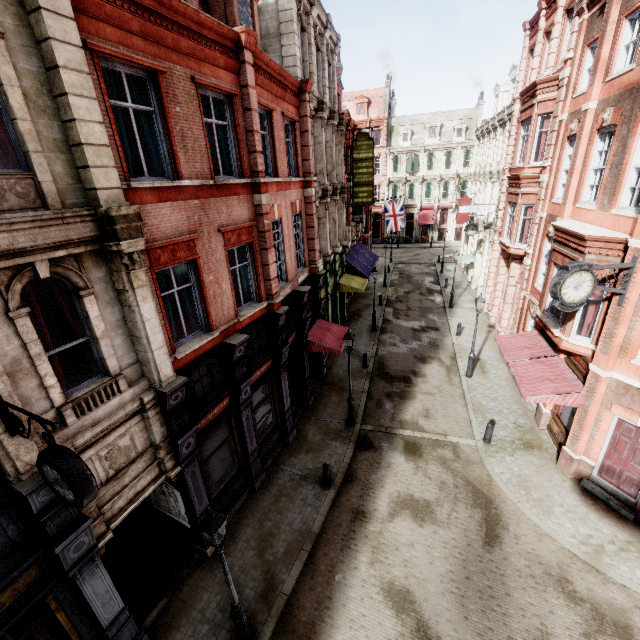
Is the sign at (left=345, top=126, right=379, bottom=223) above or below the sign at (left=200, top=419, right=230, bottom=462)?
above

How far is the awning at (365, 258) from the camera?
22.2m

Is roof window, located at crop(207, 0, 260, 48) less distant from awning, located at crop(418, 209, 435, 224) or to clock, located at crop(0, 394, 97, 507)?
clock, located at crop(0, 394, 97, 507)

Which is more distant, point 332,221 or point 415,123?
point 415,123

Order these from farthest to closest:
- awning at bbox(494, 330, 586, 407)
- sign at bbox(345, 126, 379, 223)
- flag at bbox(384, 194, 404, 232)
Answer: flag at bbox(384, 194, 404, 232)
sign at bbox(345, 126, 379, 223)
awning at bbox(494, 330, 586, 407)

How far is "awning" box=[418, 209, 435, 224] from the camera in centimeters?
4872cm

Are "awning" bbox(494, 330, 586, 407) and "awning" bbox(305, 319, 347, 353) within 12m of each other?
yes

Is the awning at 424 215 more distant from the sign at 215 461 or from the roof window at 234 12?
the sign at 215 461
